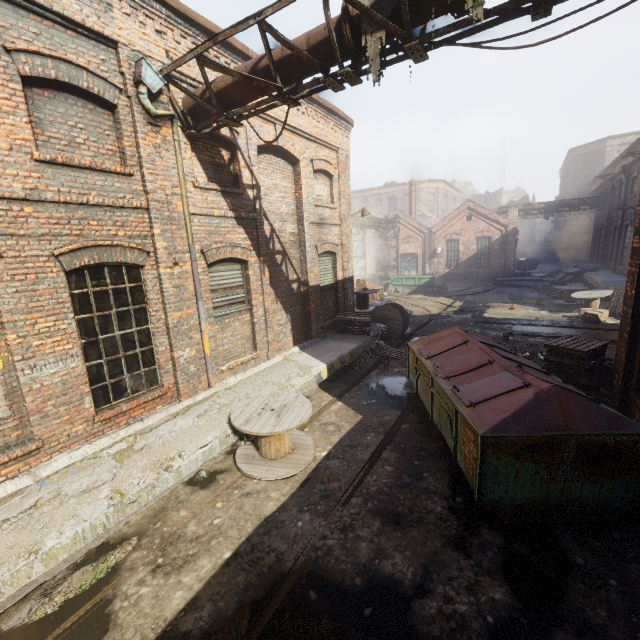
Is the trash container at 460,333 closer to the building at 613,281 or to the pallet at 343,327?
the pallet at 343,327

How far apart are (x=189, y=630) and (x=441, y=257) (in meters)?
32.52

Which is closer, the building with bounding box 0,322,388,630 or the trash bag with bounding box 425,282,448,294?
the building with bounding box 0,322,388,630

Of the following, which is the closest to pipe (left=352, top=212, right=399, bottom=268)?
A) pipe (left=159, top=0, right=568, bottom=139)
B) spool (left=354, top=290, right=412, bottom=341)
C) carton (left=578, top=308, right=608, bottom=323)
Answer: spool (left=354, top=290, right=412, bottom=341)

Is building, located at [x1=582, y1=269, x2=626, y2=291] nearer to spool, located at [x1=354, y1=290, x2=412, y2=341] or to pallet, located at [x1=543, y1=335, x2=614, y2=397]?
pallet, located at [x1=543, y1=335, x2=614, y2=397]

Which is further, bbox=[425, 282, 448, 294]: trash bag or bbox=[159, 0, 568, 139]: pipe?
bbox=[425, 282, 448, 294]: trash bag

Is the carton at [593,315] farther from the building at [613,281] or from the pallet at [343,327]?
the pallet at [343,327]

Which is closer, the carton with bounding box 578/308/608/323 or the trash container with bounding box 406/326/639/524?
the trash container with bounding box 406/326/639/524
